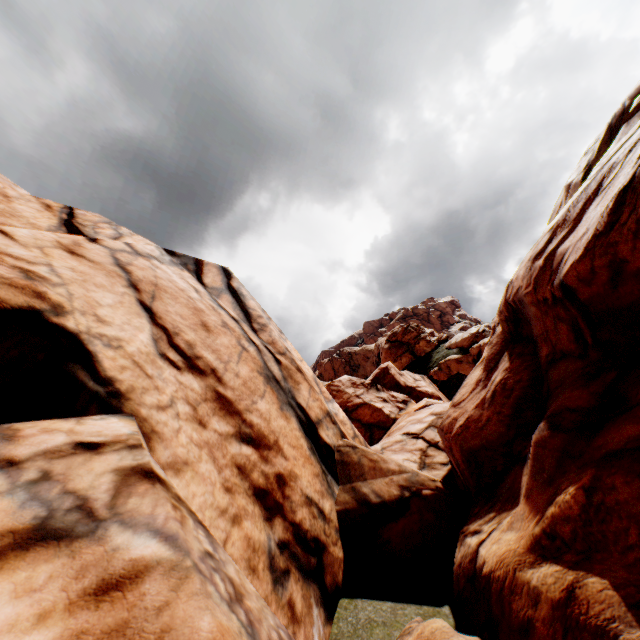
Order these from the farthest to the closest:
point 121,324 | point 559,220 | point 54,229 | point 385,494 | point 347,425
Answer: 1. point 347,425
2. point 385,494
3. point 54,229
4. point 559,220
5. point 121,324
